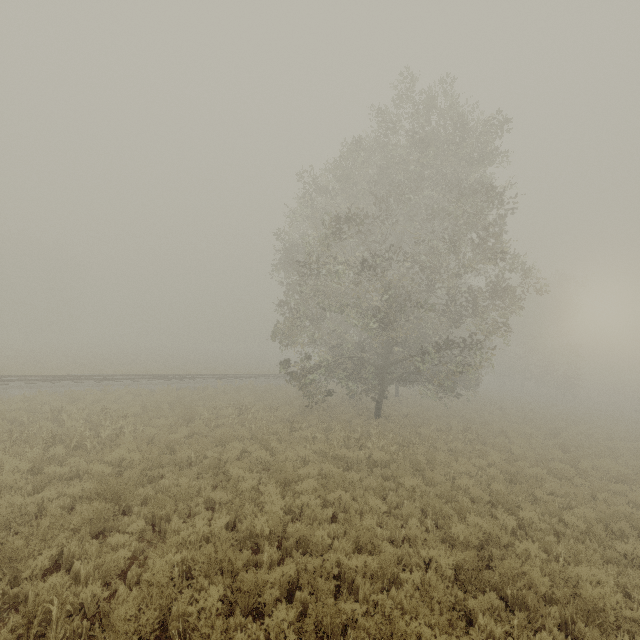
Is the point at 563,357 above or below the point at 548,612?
above
